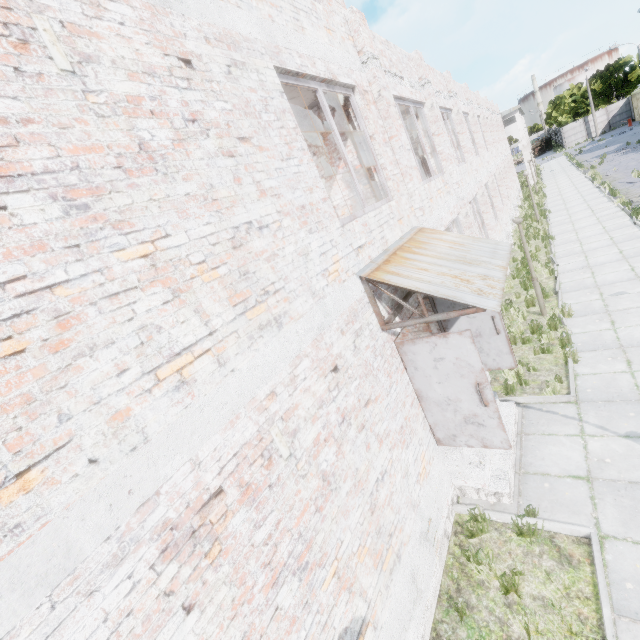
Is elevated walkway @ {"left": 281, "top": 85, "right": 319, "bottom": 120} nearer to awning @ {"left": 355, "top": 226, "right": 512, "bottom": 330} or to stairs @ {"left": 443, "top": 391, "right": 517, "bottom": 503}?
awning @ {"left": 355, "top": 226, "right": 512, "bottom": 330}

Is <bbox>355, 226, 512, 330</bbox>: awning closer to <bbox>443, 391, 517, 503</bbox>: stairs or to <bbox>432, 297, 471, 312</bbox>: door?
<bbox>432, 297, 471, 312</bbox>: door

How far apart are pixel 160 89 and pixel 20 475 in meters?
3.0 m

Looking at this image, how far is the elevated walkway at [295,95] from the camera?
5.79m

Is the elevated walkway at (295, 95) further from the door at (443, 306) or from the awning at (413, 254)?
the door at (443, 306)

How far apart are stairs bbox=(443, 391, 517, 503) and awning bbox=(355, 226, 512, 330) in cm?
280

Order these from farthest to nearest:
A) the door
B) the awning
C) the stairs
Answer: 1. the door
2. the stairs
3. the awning

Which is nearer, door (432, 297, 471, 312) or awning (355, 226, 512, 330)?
awning (355, 226, 512, 330)
